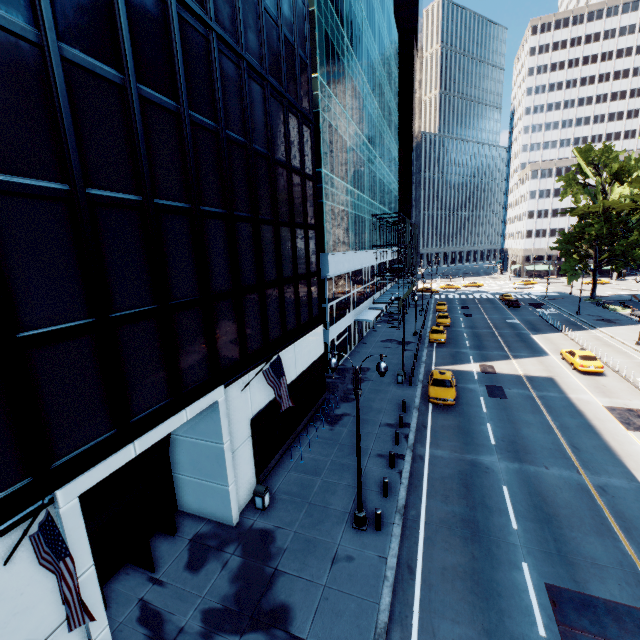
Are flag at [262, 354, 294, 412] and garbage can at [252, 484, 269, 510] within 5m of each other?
yes

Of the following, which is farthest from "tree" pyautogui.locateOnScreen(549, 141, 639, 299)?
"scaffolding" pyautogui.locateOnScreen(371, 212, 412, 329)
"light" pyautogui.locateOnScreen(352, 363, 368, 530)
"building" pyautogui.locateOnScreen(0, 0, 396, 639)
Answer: "building" pyautogui.locateOnScreen(0, 0, 396, 639)

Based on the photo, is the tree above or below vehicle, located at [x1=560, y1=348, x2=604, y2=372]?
above

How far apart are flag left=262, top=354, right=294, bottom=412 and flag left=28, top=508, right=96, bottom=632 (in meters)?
7.97

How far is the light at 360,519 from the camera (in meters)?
12.04

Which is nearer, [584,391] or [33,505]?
[33,505]

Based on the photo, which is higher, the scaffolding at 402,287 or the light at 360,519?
the scaffolding at 402,287

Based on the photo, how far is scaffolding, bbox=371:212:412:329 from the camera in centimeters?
4316cm
